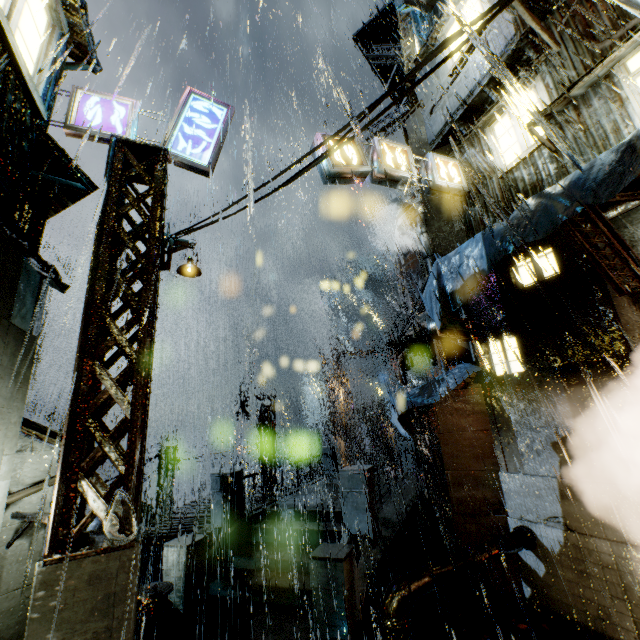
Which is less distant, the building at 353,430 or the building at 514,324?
the building at 514,324

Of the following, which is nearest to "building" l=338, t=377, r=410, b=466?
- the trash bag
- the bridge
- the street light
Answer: the bridge

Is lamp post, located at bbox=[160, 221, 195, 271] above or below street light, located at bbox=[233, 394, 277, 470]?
above

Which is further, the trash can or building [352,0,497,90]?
building [352,0,497,90]

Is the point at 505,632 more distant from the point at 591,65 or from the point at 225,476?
the point at 591,65

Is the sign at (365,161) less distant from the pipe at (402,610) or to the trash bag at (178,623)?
the pipe at (402,610)

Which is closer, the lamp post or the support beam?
the support beam

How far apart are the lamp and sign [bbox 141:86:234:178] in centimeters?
239cm
